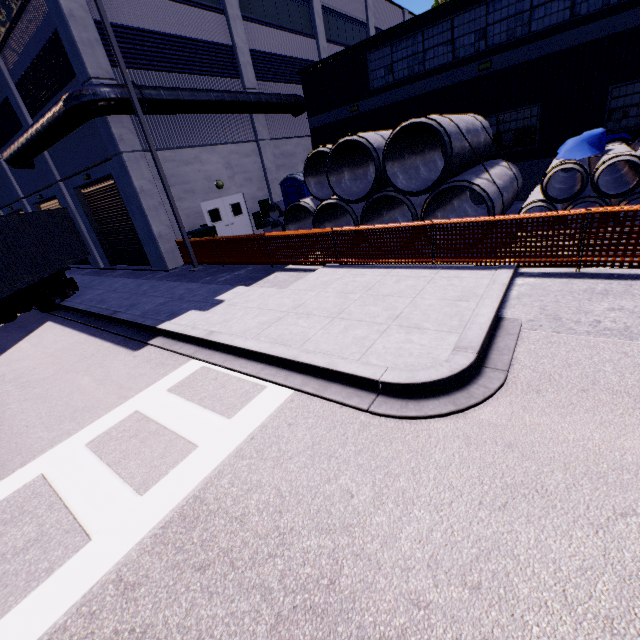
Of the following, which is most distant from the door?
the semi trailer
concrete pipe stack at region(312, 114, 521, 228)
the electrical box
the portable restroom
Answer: concrete pipe stack at region(312, 114, 521, 228)

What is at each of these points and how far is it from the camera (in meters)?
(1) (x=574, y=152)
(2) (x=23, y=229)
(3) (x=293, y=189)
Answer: (1) tarp, 8.62
(2) cargo container, 12.16
(3) portable restroom, 16.08

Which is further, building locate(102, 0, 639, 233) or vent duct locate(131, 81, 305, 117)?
vent duct locate(131, 81, 305, 117)

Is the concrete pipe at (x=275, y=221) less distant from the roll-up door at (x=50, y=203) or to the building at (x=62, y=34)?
the building at (x=62, y=34)

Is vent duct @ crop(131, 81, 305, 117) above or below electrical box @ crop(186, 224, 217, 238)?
above

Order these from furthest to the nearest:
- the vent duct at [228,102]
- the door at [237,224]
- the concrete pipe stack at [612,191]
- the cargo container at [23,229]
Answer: the door at [237,224] < the vent duct at [228,102] < the cargo container at [23,229] < the concrete pipe stack at [612,191]

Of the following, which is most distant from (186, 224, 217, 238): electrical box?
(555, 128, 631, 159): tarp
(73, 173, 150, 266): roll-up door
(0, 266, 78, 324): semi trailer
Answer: (555, 128, 631, 159): tarp

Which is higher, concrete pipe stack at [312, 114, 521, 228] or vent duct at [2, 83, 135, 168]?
vent duct at [2, 83, 135, 168]
